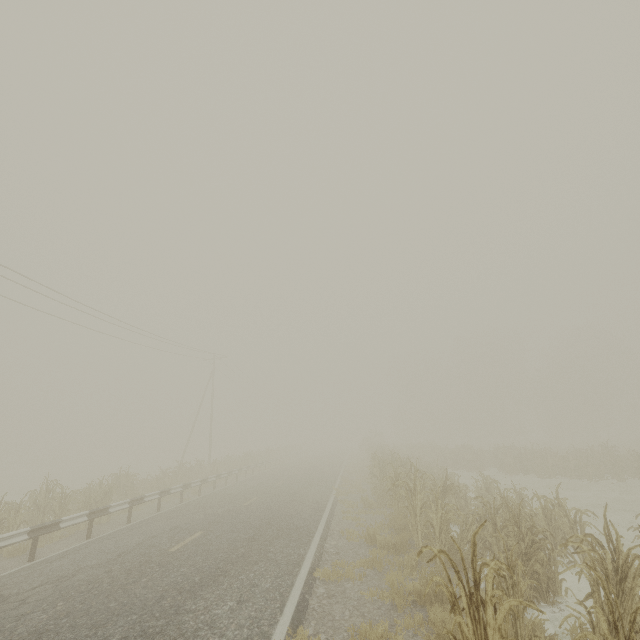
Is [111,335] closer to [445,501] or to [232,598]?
[232,598]

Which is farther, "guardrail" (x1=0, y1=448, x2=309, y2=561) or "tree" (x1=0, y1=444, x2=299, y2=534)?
"tree" (x1=0, y1=444, x2=299, y2=534)

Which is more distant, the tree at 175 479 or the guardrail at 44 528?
the tree at 175 479
